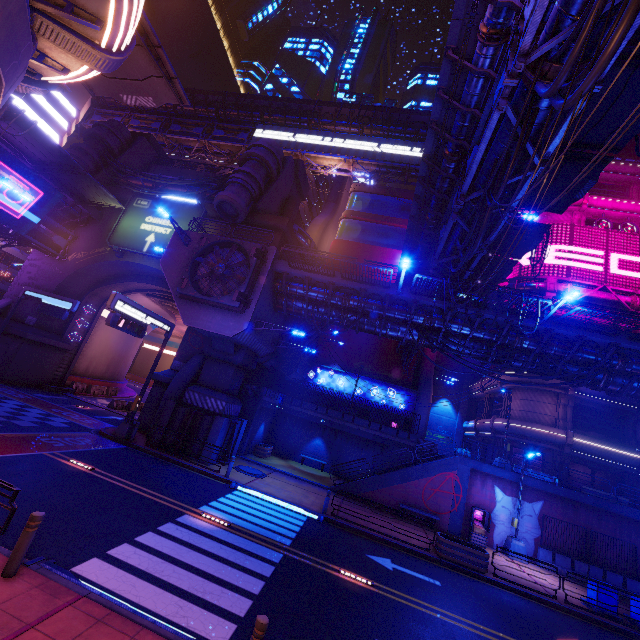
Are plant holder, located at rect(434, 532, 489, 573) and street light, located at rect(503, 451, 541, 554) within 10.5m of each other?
yes

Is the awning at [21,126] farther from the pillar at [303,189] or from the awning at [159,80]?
the pillar at [303,189]

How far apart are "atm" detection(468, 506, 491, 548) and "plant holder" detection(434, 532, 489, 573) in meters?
4.4 m

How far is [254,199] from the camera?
25.78m

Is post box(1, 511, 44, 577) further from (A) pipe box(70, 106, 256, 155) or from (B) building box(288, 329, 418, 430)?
(A) pipe box(70, 106, 256, 155)

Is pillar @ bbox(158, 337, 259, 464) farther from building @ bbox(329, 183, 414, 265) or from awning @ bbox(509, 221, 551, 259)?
awning @ bbox(509, 221, 551, 259)

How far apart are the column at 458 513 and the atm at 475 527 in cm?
32

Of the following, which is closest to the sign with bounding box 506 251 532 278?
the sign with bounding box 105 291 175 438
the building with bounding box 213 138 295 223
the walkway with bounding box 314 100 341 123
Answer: the walkway with bounding box 314 100 341 123
